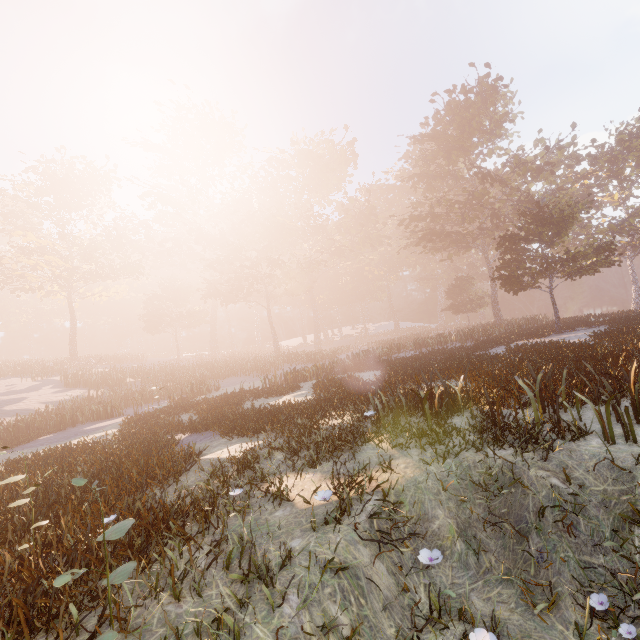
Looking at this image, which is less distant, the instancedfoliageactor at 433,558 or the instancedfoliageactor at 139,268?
the instancedfoliageactor at 433,558

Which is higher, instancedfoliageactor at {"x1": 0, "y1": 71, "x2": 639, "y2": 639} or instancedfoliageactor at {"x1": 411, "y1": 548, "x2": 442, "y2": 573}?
instancedfoliageactor at {"x1": 0, "y1": 71, "x2": 639, "y2": 639}

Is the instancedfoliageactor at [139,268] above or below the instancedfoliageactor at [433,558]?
→ above

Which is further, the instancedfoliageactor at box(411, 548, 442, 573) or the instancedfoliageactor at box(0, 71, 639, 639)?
the instancedfoliageactor at box(0, 71, 639, 639)

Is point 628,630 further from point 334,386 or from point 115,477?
point 334,386

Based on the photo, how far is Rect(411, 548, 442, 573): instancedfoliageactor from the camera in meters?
4.0
